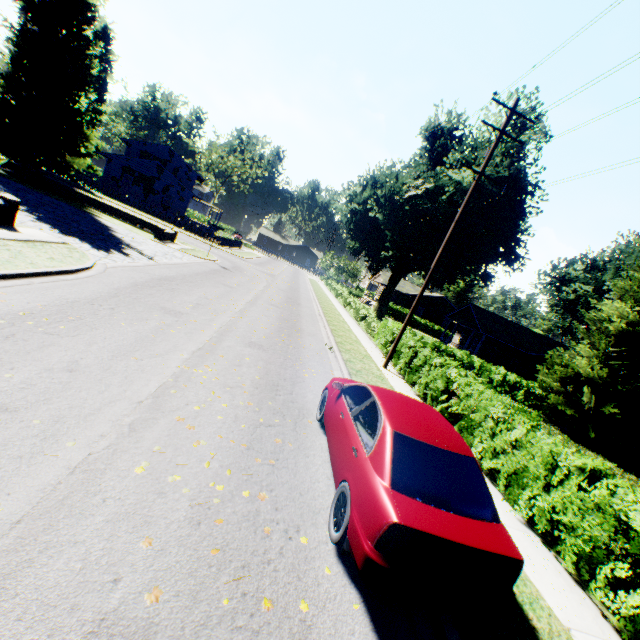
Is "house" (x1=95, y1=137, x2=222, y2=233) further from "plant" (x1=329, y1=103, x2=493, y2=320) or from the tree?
the tree

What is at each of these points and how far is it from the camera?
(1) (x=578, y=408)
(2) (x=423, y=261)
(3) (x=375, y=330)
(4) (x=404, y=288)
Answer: (1) tree, 17.77m
(2) plant, 30.88m
(3) hedge, 20.88m
(4) house, 54.34m

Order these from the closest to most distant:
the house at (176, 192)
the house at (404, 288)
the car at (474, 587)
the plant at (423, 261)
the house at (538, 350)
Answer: the car at (474, 587) → the plant at (423, 261) → the house at (538, 350) → the house at (176, 192) → the house at (404, 288)

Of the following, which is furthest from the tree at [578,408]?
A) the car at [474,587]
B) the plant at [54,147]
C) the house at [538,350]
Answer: the car at [474,587]

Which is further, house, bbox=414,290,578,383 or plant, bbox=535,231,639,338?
plant, bbox=535,231,639,338

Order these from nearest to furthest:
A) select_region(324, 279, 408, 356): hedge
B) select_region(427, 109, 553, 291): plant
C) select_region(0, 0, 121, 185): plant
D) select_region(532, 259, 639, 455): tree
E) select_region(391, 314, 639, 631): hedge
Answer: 1. select_region(391, 314, 639, 631): hedge
2. select_region(532, 259, 639, 455): tree
3. select_region(324, 279, 408, 356): hedge
4. select_region(0, 0, 121, 185): plant
5. select_region(427, 109, 553, 291): plant

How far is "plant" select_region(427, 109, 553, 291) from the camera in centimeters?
2655cm

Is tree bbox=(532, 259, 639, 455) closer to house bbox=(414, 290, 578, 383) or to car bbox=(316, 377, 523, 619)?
house bbox=(414, 290, 578, 383)
